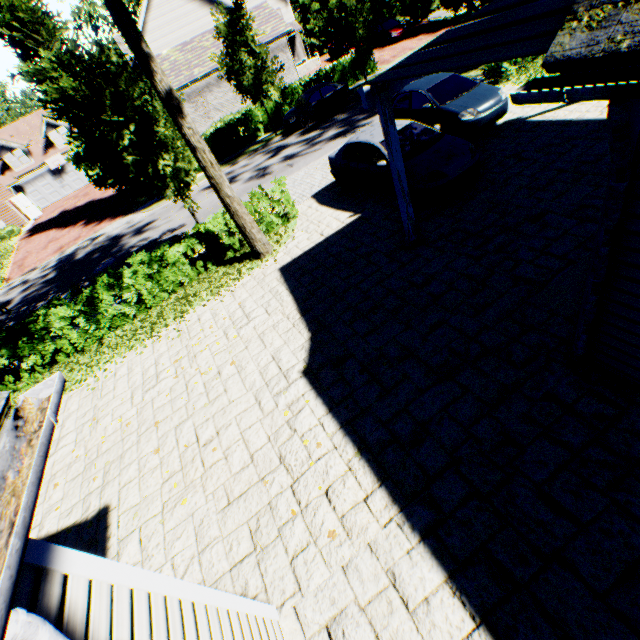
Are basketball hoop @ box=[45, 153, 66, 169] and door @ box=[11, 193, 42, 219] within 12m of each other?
yes

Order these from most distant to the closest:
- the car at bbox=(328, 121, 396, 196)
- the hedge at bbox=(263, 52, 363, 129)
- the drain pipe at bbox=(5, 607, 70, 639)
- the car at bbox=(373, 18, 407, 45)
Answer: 1. the car at bbox=(373, 18, 407, 45)
2. the hedge at bbox=(263, 52, 363, 129)
3. the car at bbox=(328, 121, 396, 196)
4. the drain pipe at bbox=(5, 607, 70, 639)

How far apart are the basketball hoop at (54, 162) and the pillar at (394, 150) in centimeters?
4329cm

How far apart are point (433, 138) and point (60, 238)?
28.03m

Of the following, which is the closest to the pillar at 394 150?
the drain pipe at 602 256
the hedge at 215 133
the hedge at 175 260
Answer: the drain pipe at 602 256

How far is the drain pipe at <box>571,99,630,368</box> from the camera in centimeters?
221cm

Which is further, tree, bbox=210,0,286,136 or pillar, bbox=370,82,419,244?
tree, bbox=210,0,286,136

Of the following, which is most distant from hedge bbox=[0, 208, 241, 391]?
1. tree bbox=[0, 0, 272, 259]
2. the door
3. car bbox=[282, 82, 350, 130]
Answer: the door
